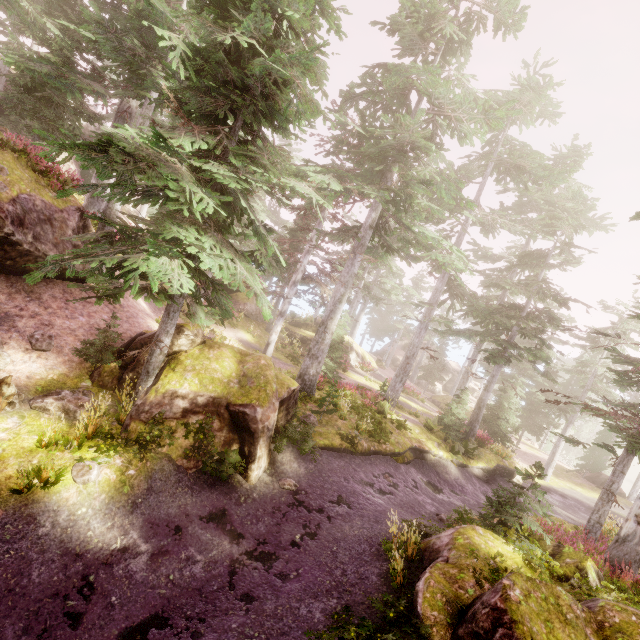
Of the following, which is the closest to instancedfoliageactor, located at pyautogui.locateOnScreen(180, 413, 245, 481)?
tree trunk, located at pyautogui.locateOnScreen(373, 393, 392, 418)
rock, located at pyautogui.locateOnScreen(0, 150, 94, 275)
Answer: rock, located at pyautogui.locateOnScreen(0, 150, 94, 275)

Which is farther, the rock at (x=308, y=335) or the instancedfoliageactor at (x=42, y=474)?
the rock at (x=308, y=335)

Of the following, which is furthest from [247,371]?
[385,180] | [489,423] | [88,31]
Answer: [489,423]

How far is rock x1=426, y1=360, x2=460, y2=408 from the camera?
39.1m

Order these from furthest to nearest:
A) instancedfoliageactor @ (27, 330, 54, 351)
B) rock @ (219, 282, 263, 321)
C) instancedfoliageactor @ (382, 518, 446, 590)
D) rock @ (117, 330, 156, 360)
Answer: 1. rock @ (219, 282, 263, 321)
2. rock @ (117, 330, 156, 360)
3. instancedfoliageactor @ (27, 330, 54, 351)
4. instancedfoliageactor @ (382, 518, 446, 590)

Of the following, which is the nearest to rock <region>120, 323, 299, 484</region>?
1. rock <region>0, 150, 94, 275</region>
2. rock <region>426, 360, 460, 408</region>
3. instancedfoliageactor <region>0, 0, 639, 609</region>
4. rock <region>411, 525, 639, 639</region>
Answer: instancedfoliageactor <region>0, 0, 639, 609</region>

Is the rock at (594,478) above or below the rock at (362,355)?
below

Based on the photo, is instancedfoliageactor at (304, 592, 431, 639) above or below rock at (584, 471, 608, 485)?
above
